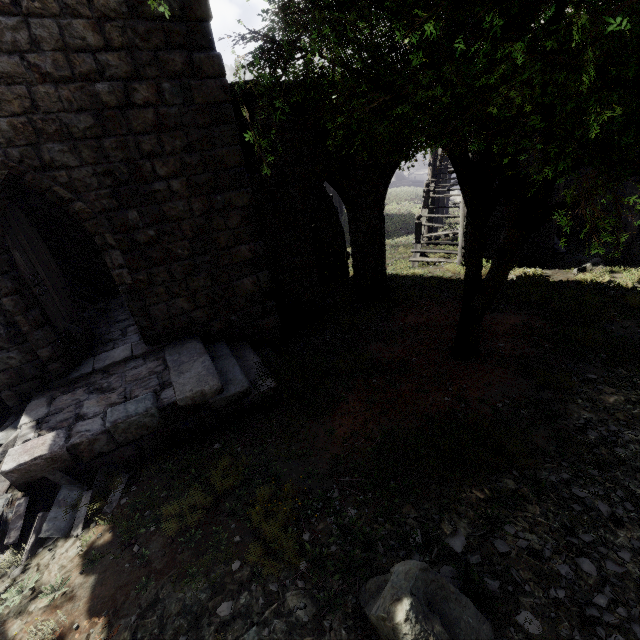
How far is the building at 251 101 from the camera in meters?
7.7

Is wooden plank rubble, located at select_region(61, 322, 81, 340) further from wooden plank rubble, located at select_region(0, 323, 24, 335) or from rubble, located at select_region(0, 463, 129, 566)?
rubble, located at select_region(0, 463, 129, 566)

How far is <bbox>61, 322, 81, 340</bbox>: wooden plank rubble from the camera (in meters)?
7.03

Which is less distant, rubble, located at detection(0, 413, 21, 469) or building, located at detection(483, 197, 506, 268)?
rubble, located at detection(0, 413, 21, 469)

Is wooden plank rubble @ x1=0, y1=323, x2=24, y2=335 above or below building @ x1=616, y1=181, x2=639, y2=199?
above

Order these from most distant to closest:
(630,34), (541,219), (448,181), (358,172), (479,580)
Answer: (448,181), (358,172), (541,219), (479,580), (630,34)
